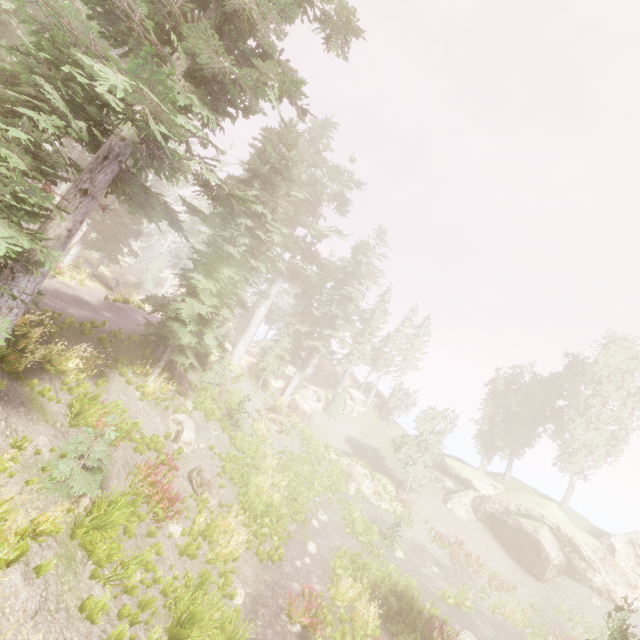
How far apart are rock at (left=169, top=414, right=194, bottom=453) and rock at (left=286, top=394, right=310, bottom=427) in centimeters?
1831cm

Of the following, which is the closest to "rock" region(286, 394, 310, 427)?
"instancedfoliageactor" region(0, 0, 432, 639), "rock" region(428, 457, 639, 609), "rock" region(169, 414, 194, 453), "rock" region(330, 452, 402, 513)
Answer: "instancedfoliageactor" region(0, 0, 432, 639)

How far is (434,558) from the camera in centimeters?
2481cm

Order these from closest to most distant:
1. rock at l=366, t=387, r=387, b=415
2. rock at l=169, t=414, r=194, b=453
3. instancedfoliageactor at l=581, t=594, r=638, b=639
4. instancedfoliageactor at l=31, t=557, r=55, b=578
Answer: instancedfoliageactor at l=31, t=557, r=55, b=578 → instancedfoliageactor at l=581, t=594, r=638, b=639 → rock at l=169, t=414, r=194, b=453 → rock at l=366, t=387, r=387, b=415

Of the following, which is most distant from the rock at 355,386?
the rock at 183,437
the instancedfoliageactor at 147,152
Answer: the rock at 183,437

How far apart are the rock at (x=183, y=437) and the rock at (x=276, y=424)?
12.19m

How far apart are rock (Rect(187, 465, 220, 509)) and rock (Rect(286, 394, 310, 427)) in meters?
19.4

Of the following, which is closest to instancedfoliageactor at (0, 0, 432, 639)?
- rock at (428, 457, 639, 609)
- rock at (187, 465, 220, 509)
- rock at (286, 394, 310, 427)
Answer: rock at (428, 457, 639, 609)
